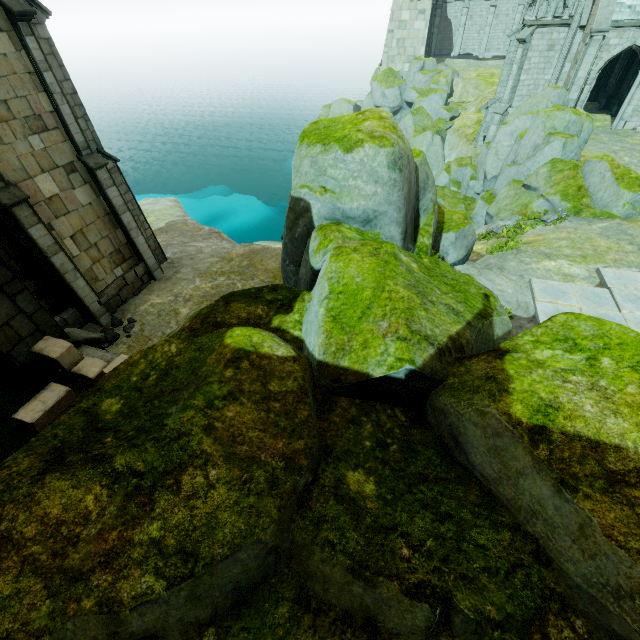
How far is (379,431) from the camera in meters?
3.2 m

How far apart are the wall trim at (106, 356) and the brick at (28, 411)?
0.6 meters

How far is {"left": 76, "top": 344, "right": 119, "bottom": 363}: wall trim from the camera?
5.20m

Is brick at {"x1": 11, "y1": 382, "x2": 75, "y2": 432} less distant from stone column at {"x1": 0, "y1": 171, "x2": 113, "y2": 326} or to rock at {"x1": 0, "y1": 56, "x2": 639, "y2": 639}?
rock at {"x1": 0, "y1": 56, "x2": 639, "y2": 639}

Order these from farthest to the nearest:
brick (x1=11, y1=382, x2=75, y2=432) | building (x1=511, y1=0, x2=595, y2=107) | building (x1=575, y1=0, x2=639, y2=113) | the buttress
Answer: building (x1=511, y1=0, x2=595, y2=107), building (x1=575, y1=0, x2=639, y2=113), the buttress, brick (x1=11, y1=382, x2=75, y2=432)

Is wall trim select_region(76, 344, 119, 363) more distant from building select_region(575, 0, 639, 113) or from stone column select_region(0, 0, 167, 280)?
building select_region(575, 0, 639, 113)

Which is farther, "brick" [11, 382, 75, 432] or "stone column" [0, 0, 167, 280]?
"stone column" [0, 0, 167, 280]

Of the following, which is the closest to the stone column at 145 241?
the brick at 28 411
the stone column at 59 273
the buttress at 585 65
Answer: the stone column at 59 273
